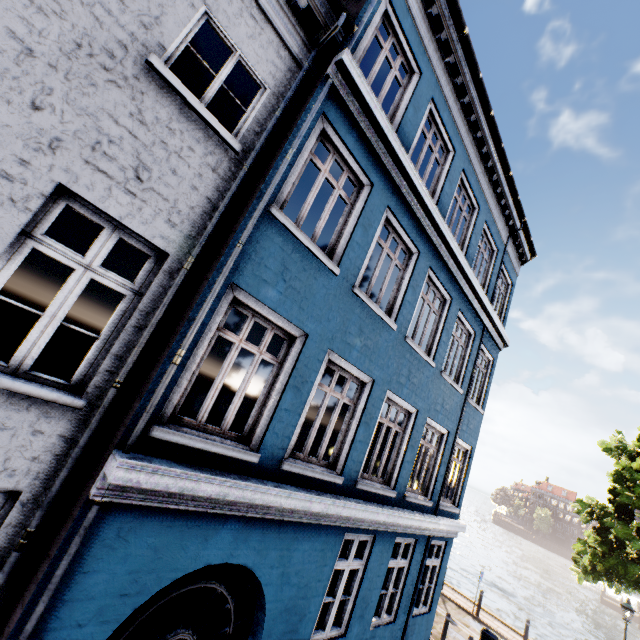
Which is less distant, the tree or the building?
the building

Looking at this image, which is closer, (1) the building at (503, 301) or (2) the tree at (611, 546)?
(1) the building at (503, 301)

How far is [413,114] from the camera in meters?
6.5 m
